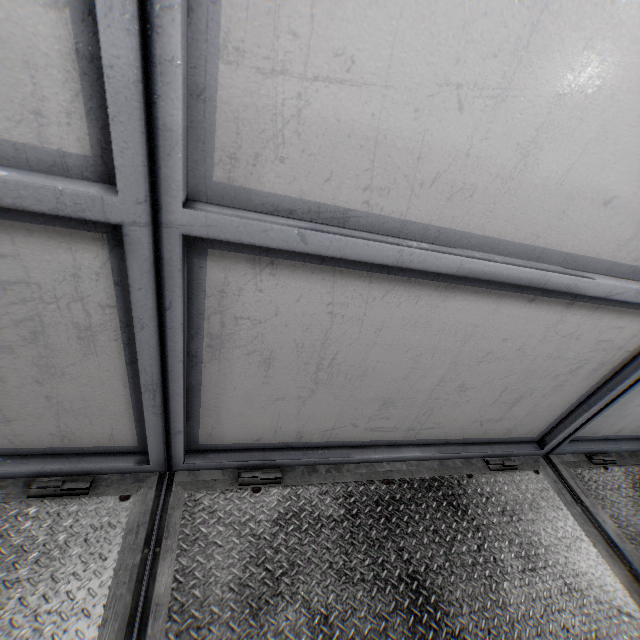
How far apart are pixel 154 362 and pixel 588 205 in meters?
1.3
